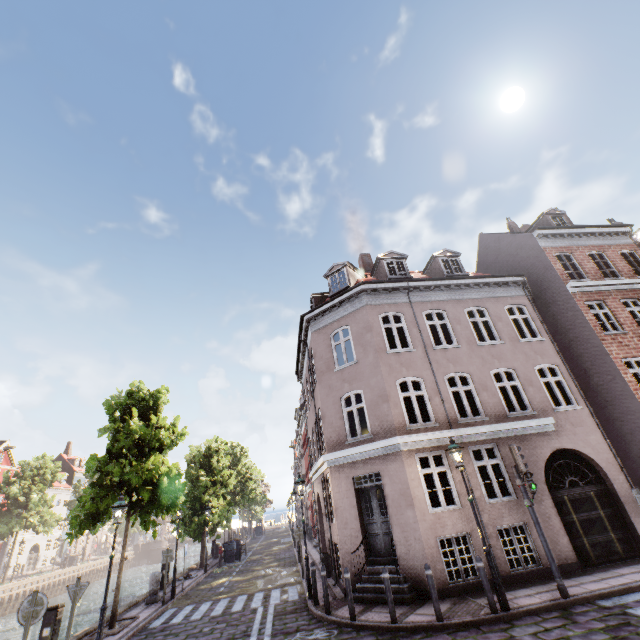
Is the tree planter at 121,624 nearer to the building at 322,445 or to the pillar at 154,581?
the pillar at 154,581

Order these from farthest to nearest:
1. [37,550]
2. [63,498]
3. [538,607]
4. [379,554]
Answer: [63,498] → [37,550] → [379,554] → [538,607]

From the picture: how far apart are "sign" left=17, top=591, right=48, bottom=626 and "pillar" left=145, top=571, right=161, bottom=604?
9.8m

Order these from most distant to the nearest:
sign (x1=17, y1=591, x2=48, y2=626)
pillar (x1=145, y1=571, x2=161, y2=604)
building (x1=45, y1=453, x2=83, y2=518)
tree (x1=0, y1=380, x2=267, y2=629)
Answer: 1. building (x1=45, y1=453, x2=83, y2=518)
2. pillar (x1=145, y1=571, x2=161, y2=604)
3. tree (x1=0, y1=380, x2=267, y2=629)
4. sign (x1=17, y1=591, x2=48, y2=626)

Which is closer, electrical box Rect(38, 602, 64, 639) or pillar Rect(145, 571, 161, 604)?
electrical box Rect(38, 602, 64, 639)

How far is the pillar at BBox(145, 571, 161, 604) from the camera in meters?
14.1 m

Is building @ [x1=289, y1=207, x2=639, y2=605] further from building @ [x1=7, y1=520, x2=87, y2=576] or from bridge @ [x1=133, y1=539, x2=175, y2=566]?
building @ [x1=7, y1=520, x2=87, y2=576]

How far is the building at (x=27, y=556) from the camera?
44.6 meters
